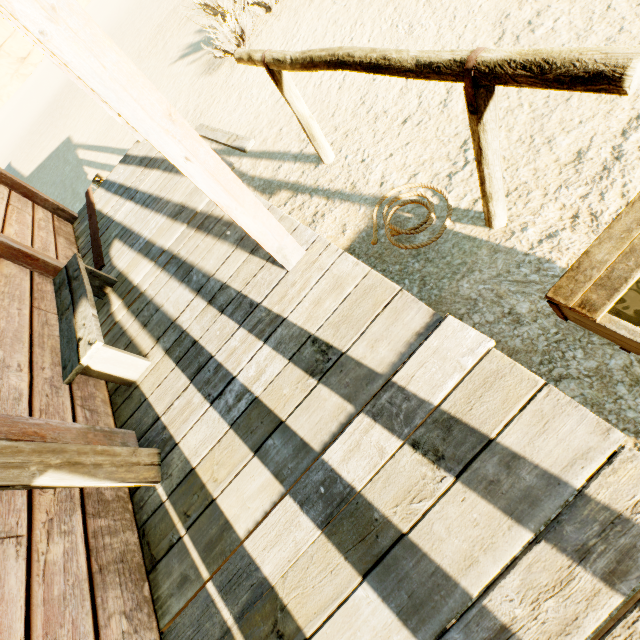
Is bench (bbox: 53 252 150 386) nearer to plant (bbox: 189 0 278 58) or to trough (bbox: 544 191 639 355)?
trough (bbox: 544 191 639 355)

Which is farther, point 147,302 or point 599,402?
point 147,302

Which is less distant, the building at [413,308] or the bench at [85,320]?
the building at [413,308]

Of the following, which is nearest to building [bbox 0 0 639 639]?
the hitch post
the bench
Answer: the bench

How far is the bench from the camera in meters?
2.2 m

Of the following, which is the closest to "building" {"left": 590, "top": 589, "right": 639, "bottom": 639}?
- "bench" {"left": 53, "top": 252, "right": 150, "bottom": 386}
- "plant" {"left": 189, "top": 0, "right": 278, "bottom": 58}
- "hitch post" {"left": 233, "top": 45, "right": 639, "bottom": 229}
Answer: "bench" {"left": 53, "top": 252, "right": 150, "bottom": 386}

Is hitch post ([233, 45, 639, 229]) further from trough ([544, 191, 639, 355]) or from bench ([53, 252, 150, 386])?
bench ([53, 252, 150, 386])

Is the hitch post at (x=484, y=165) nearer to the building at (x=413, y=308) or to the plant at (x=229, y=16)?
the building at (x=413, y=308)
